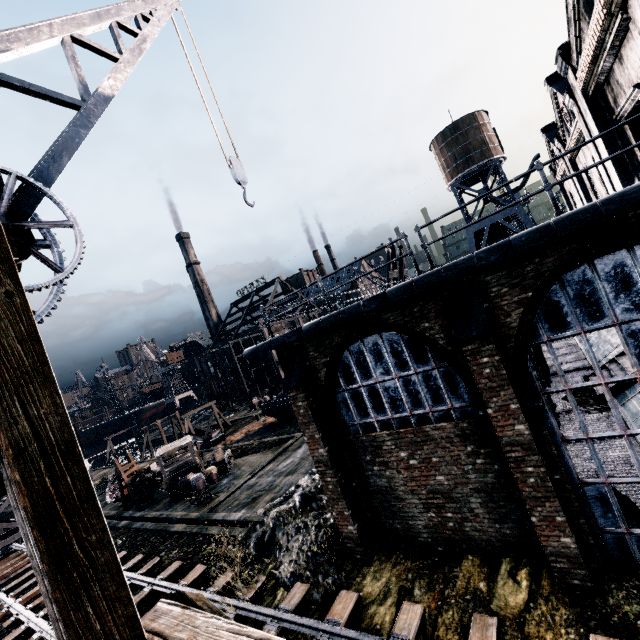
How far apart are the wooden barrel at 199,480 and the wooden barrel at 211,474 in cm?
43

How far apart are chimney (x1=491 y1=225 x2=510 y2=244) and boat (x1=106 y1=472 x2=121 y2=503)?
50.7m

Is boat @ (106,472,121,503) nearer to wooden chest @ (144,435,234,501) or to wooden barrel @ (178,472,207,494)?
wooden chest @ (144,435,234,501)

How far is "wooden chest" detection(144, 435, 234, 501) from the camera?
23.80m

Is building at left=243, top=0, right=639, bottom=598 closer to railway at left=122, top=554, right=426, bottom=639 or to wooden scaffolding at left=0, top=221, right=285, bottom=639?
wooden scaffolding at left=0, top=221, right=285, bottom=639

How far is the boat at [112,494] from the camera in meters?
27.5

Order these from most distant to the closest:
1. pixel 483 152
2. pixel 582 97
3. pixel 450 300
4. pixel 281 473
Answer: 1. pixel 483 152
2. pixel 281 473
3. pixel 582 97
4. pixel 450 300

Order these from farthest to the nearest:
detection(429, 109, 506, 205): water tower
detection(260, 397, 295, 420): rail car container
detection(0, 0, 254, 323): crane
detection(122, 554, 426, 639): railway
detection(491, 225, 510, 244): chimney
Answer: detection(491, 225, 510, 244): chimney < detection(429, 109, 506, 205): water tower < detection(260, 397, 295, 420): rail car container < detection(122, 554, 426, 639): railway < detection(0, 0, 254, 323): crane
